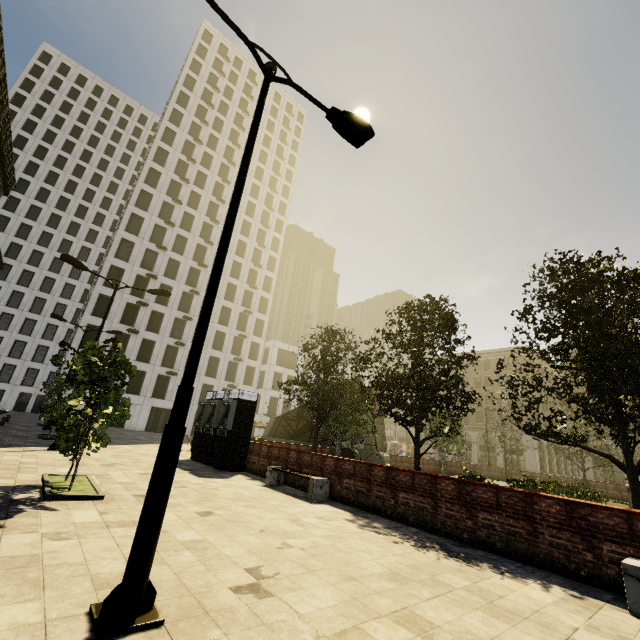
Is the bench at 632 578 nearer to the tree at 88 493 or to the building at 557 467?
the tree at 88 493

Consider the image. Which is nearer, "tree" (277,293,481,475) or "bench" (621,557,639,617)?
"bench" (621,557,639,617)

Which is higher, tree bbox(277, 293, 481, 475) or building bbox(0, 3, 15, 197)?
building bbox(0, 3, 15, 197)

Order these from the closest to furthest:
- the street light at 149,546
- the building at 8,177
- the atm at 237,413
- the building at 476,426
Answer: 1. the street light at 149,546
2. the atm at 237,413
3. the building at 8,177
4. the building at 476,426

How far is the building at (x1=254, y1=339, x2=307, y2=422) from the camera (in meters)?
50.44

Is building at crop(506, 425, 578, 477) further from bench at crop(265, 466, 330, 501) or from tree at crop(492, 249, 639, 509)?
bench at crop(265, 466, 330, 501)

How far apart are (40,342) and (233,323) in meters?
35.2

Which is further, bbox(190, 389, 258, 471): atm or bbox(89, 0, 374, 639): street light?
bbox(190, 389, 258, 471): atm
